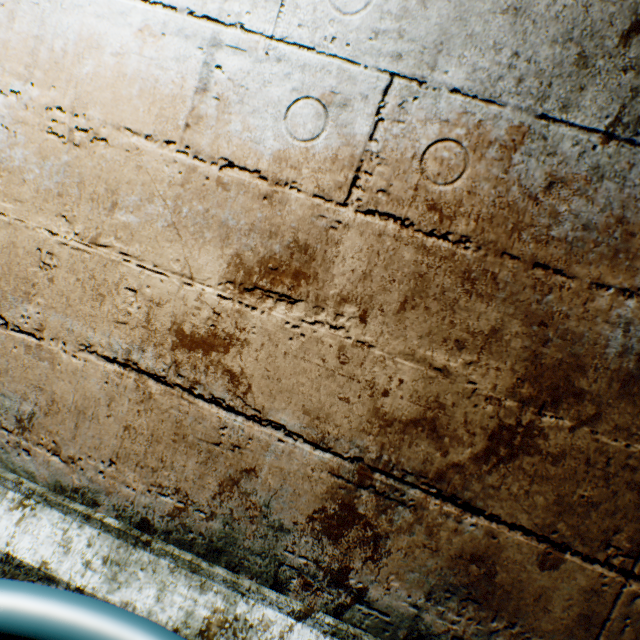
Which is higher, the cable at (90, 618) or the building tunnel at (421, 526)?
the building tunnel at (421, 526)

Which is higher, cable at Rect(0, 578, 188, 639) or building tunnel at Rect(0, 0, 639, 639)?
building tunnel at Rect(0, 0, 639, 639)

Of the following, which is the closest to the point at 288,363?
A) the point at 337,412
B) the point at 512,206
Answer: the point at 337,412
